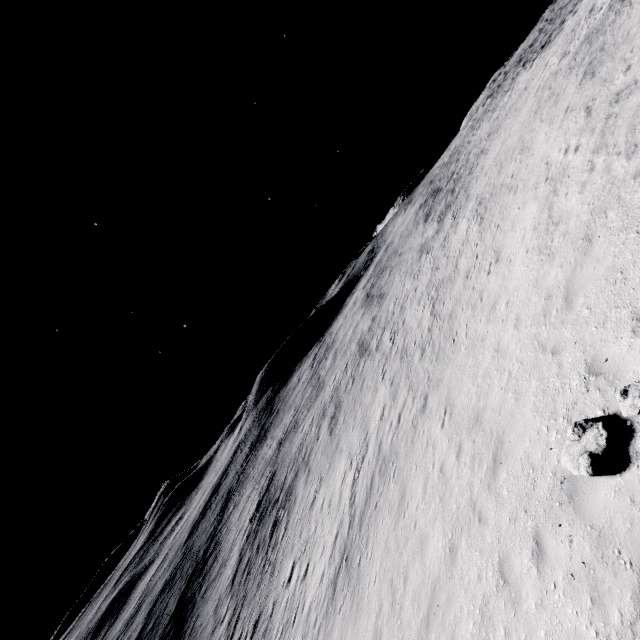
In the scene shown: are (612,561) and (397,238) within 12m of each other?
no

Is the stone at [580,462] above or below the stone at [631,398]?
below

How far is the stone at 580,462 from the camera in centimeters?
499cm

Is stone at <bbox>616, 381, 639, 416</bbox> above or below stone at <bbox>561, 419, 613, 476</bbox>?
above

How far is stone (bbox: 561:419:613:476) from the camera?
4.99m
